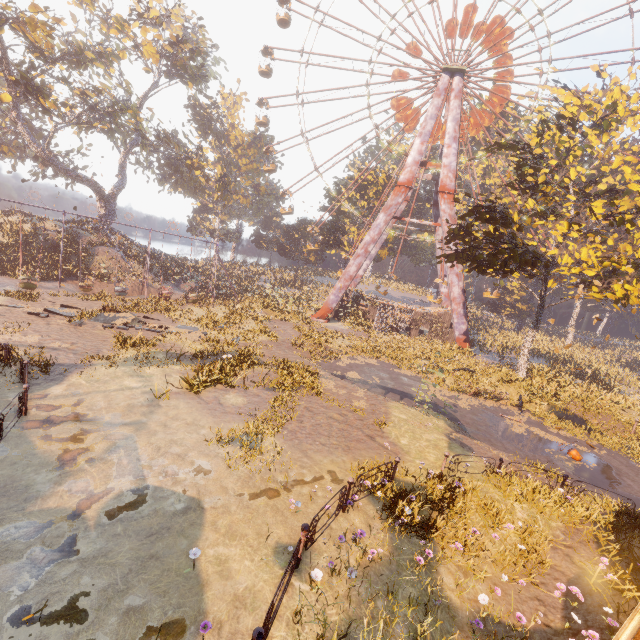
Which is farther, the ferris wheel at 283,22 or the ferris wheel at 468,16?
the ferris wheel at 283,22

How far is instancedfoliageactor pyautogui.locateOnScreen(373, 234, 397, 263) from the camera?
45.1m

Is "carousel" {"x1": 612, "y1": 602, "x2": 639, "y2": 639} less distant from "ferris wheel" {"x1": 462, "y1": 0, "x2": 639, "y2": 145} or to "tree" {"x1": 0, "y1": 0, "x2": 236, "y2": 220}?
"ferris wheel" {"x1": 462, "y1": 0, "x2": 639, "y2": 145}

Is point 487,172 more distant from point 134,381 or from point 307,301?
point 134,381

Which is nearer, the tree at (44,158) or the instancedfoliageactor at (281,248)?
the tree at (44,158)

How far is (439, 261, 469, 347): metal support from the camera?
31.8m
